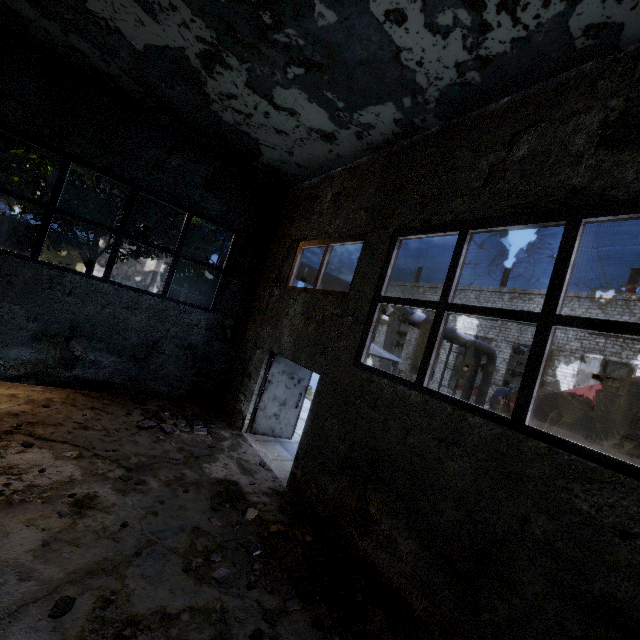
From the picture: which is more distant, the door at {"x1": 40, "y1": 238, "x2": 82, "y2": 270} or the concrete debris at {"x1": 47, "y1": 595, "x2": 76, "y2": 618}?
the door at {"x1": 40, "y1": 238, "x2": 82, "y2": 270}

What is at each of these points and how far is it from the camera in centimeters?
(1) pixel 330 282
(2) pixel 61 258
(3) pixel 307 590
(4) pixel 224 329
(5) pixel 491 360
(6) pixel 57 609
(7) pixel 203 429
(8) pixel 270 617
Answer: (1) pipe, 1216cm
(2) door, 2459cm
(3) concrete debris, 371cm
(4) power box, 927cm
(5) pipe, 1978cm
(6) concrete debris, 277cm
(7) concrete debris, 731cm
(8) concrete debris, 330cm

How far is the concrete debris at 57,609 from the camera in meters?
2.7

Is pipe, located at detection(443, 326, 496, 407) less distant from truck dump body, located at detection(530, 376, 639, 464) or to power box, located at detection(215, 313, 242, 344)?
power box, located at detection(215, 313, 242, 344)

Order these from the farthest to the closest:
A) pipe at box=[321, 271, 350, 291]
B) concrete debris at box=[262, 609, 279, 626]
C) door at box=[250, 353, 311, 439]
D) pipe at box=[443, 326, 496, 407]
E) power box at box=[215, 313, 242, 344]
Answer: pipe at box=[443, 326, 496, 407]
pipe at box=[321, 271, 350, 291]
power box at box=[215, 313, 242, 344]
door at box=[250, 353, 311, 439]
concrete debris at box=[262, 609, 279, 626]

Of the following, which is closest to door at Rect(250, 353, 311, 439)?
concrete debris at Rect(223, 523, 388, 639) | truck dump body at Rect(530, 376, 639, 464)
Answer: concrete debris at Rect(223, 523, 388, 639)

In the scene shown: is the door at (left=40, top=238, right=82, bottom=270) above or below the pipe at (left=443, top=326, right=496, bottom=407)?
below

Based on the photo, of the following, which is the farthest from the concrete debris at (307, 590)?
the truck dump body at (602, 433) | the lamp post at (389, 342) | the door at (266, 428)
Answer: the truck dump body at (602, 433)
